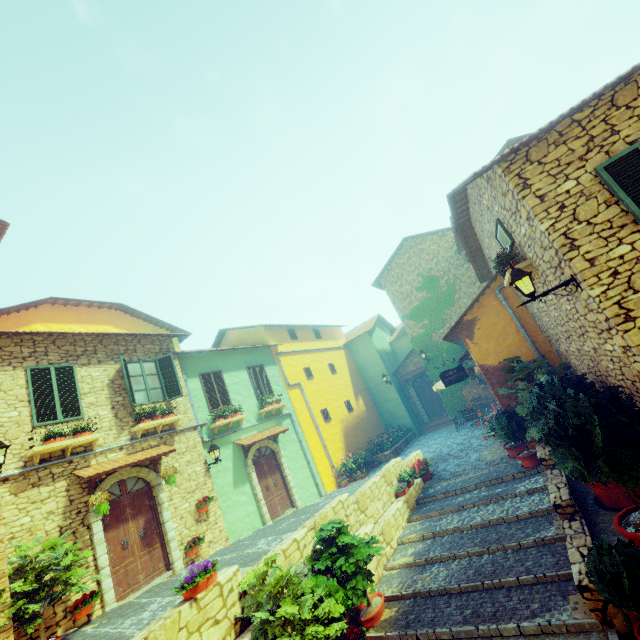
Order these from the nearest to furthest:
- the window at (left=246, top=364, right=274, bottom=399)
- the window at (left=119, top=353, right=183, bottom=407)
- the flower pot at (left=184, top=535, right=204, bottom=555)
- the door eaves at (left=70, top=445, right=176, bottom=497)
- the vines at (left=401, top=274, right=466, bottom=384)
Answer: the door eaves at (left=70, top=445, right=176, bottom=497)
the flower pot at (left=184, top=535, right=204, bottom=555)
the window at (left=119, top=353, right=183, bottom=407)
the window at (left=246, top=364, right=274, bottom=399)
the vines at (left=401, top=274, right=466, bottom=384)

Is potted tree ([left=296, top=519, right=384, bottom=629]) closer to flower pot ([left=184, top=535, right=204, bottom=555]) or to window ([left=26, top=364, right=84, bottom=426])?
flower pot ([left=184, top=535, right=204, bottom=555])

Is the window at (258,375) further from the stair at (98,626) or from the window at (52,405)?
the window at (52,405)

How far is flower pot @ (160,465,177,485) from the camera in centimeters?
932cm

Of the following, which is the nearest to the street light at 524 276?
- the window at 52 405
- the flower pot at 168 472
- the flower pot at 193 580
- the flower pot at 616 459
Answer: the flower pot at 616 459

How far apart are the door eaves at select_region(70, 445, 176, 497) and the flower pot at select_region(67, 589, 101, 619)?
2.0 meters

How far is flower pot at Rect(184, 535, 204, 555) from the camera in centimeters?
933cm

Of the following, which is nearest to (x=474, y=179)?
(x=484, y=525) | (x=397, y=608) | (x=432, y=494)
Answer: (x=484, y=525)
